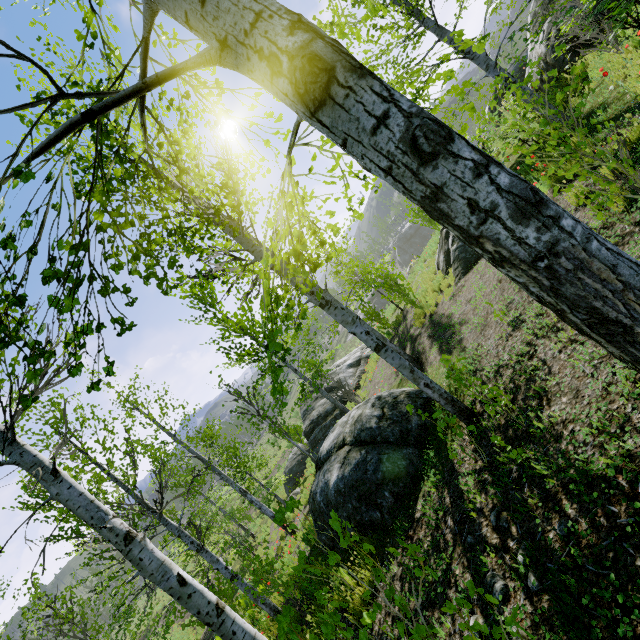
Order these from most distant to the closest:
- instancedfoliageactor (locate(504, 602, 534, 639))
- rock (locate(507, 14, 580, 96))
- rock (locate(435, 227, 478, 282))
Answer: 1. rock (locate(507, 14, 580, 96))
2. rock (locate(435, 227, 478, 282))
3. instancedfoliageactor (locate(504, 602, 534, 639))

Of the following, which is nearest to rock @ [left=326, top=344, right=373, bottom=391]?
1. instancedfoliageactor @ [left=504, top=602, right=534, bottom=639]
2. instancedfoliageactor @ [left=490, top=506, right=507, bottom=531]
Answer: instancedfoliageactor @ [left=490, top=506, right=507, bottom=531]

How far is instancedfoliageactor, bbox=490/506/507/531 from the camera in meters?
3.1

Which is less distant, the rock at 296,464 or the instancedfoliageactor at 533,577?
the instancedfoliageactor at 533,577

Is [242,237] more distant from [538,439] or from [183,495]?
[538,439]

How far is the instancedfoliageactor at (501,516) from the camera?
3.1m

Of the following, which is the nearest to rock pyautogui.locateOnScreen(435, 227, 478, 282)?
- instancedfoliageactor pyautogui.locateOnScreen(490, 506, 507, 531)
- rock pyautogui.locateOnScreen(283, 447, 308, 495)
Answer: instancedfoliageactor pyautogui.locateOnScreen(490, 506, 507, 531)

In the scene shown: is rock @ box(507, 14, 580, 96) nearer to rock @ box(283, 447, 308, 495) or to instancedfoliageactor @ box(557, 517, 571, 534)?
instancedfoliageactor @ box(557, 517, 571, 534)
